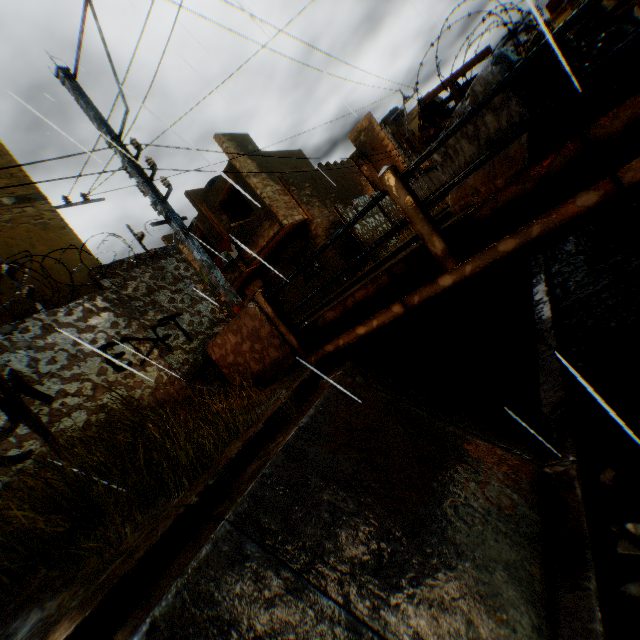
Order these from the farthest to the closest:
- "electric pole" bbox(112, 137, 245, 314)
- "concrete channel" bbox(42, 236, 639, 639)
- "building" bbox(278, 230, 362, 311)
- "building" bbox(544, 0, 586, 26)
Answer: "building" bbox(544, 0, 586, 26) → "building" bbox(278, 230, 362, 311) → "electric pole" bbox(112, 137, 245, 314) → "concrete channel" bbox(42, 236, 639, 639)

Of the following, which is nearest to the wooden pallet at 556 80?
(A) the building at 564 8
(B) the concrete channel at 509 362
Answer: (B) the concrete channel at 509 362

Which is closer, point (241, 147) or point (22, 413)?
point (22, 413)

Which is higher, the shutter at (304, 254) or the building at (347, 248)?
the shutter at (304, 254)

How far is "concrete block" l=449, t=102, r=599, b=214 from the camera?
2.9 meters

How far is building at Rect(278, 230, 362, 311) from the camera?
15.70m

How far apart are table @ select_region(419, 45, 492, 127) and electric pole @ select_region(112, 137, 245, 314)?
3.7m
